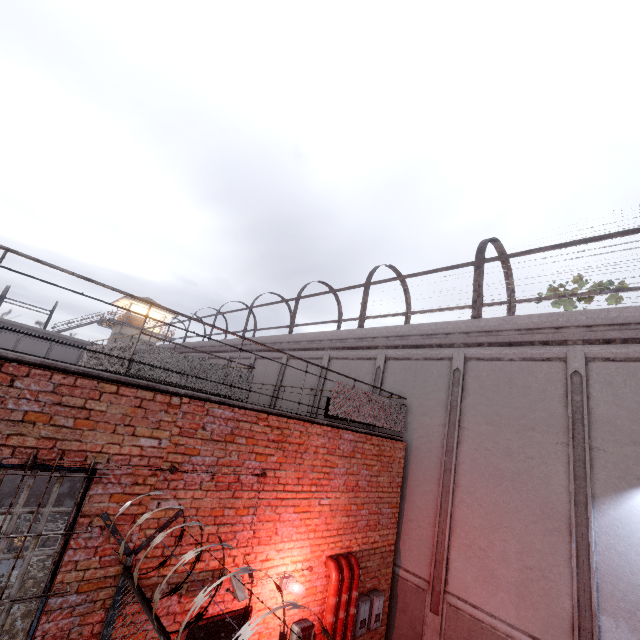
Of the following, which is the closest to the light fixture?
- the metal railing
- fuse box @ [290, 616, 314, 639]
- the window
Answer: fuse box @ [290, 616, 314, 639]

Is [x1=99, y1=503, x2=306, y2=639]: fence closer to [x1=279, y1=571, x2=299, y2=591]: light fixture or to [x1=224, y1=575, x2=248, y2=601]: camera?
[x1=224, y1=575, x2=248, y2=601]: camera

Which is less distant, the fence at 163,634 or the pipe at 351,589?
the fence at 163,634

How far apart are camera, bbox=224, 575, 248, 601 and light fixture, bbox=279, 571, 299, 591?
0.9m

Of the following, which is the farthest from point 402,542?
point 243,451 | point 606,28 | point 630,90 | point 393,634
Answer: → point 606,28

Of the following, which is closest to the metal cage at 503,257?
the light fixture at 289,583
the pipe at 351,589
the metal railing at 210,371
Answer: the metal railing at 210,371

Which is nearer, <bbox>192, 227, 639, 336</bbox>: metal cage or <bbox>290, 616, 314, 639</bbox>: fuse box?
<bbox>290, 616, 314, 639</bbox>: fuse box

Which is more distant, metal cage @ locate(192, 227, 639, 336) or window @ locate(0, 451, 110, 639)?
metal cage @ locate(192, 227, 639, 336)
